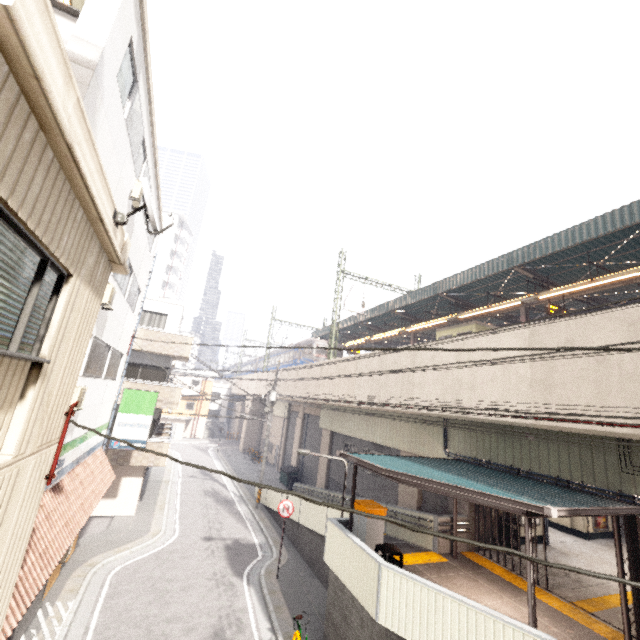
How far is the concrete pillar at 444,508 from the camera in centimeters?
1351cm

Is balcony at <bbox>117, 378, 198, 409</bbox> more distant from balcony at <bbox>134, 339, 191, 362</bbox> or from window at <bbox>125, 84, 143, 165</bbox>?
window at <bbox>125, 84, 143, 165</bbox>

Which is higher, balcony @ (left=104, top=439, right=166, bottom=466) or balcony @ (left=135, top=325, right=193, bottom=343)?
balcony @ (left=135, top=325, right=193, bottom=343)

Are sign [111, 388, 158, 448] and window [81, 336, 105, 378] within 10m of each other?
yes

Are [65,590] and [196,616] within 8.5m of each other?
yes

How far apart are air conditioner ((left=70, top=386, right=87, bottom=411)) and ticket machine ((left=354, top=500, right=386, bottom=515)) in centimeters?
833cm

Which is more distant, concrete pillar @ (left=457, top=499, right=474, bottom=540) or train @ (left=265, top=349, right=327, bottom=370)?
train @ (left=265, top=349, right=327, bottom=370)

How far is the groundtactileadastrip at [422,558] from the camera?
10.8 meters
